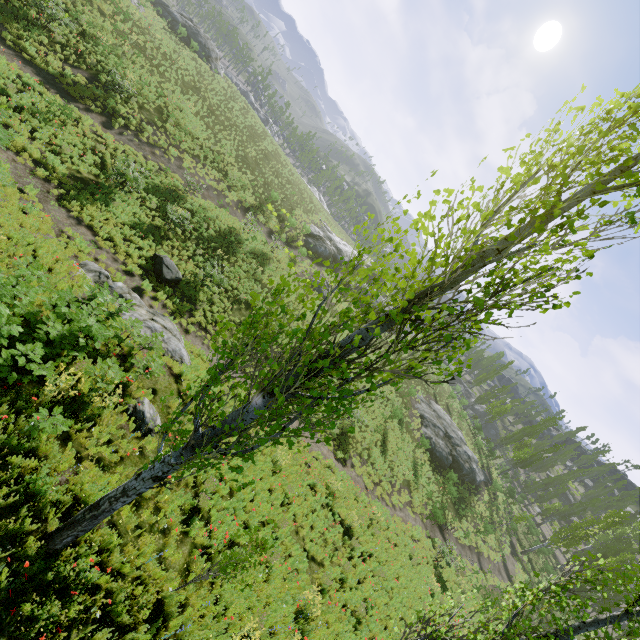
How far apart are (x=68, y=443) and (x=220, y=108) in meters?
36.5 m

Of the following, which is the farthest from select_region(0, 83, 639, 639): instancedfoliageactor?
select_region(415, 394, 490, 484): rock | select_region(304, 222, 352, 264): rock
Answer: select_region(304, 222, 352, 264): rock

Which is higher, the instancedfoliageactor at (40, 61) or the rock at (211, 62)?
the rock at (211, 62)

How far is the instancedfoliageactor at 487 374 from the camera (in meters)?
52.81

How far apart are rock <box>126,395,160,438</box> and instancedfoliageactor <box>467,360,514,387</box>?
54.33m

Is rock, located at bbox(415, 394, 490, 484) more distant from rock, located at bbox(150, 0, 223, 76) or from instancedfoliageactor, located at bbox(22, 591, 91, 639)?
rock, located at bbox(150, 0, 223, 76)

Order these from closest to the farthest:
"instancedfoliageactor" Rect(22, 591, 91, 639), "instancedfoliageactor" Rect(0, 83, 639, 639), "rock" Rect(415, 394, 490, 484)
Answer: "instancedfoliageactor" Rect(0, 83, 639, 639), "instancedfoliageactor" Rect(22, 591, 91, 639), "rock" Rect(415, 394, 490, 484)

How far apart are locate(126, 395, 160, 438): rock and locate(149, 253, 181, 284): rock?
7.8m
